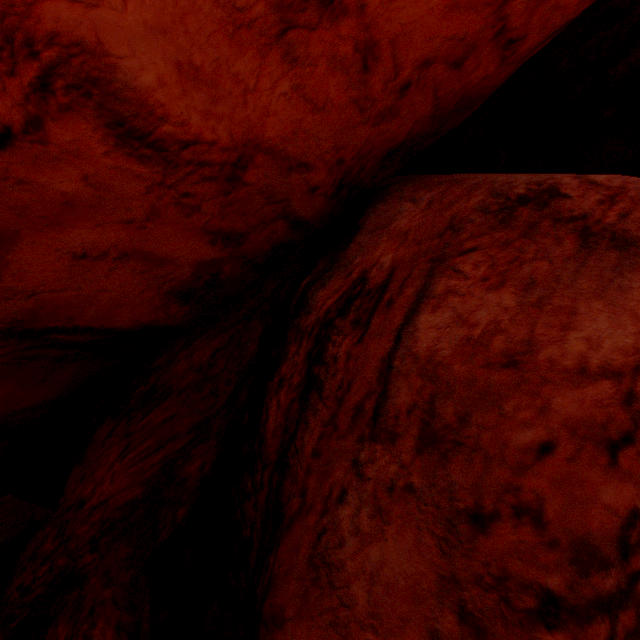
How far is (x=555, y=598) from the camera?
1.1 meters
